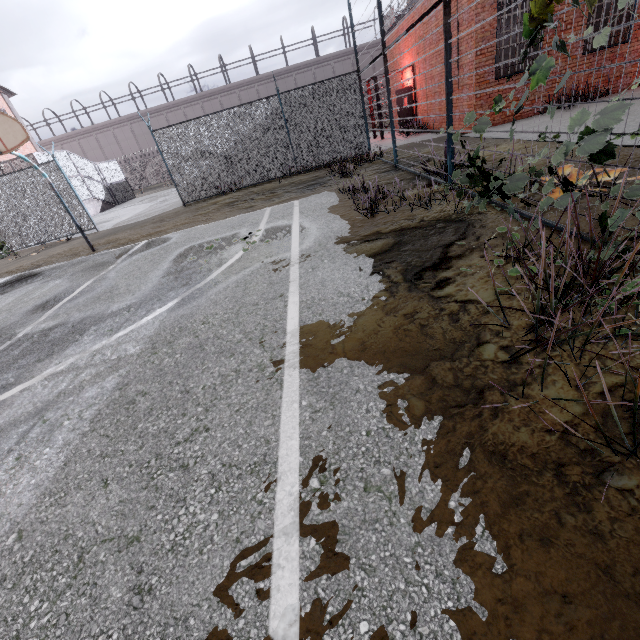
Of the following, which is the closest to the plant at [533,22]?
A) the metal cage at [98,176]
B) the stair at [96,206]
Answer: the metal cage at [98,176]

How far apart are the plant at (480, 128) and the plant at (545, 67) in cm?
46

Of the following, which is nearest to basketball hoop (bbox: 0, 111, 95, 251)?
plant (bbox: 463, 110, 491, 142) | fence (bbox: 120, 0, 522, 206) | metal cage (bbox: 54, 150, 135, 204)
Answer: fence (bbox: 120, 0, 522, 206)

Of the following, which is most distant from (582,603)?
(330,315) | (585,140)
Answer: (585,140)

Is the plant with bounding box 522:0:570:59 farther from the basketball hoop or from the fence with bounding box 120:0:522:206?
the basketball hoop

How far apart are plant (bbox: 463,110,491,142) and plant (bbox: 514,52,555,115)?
0.46m

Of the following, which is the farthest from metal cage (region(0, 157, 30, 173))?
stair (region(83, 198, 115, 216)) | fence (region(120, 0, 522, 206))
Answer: fence (region(120, 0, 522, 206))

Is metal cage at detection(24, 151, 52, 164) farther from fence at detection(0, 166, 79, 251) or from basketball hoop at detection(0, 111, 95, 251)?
basketball hoop at detection(0, 111, 95, 251)
